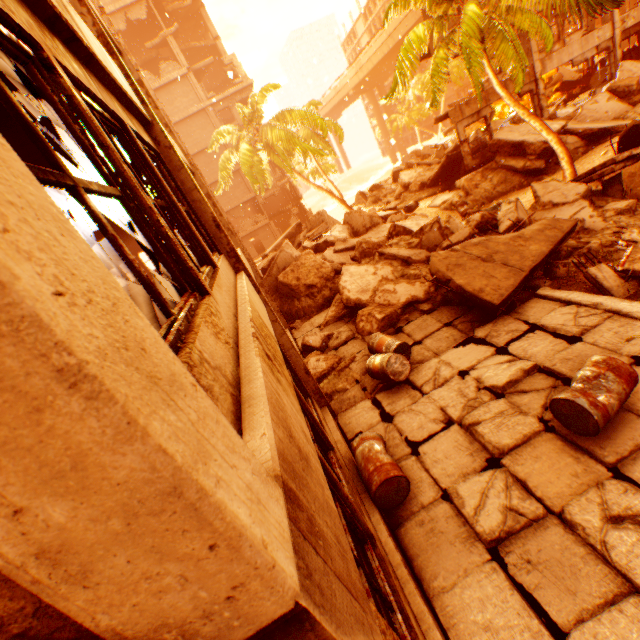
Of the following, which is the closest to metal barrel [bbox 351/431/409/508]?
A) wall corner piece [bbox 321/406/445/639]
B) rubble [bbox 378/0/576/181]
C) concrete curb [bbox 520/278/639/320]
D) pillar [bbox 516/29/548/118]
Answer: wall corner piece [bbox 321/406/445/639]

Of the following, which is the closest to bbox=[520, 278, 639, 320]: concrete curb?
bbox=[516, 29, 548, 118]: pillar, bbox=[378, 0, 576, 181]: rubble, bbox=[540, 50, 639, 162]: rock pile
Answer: bbox=[540, 50, 639, 162]: rock pile

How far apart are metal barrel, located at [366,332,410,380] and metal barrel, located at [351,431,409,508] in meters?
1.3

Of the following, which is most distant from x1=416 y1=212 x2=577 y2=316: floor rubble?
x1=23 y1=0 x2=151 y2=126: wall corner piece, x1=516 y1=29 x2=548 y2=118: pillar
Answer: x1=516 y1=29 x2=548 y2=118: pillar

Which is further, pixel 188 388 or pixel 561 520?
pixel 561 520

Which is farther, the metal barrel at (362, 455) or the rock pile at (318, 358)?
the rock pile at (318, 358)

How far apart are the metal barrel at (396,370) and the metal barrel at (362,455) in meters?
1.3

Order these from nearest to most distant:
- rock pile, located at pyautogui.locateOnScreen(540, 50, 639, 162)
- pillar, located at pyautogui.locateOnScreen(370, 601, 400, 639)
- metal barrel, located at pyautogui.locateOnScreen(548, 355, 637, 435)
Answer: pillar, located at pyautogui.locateOnScreen(370, 601, 400, 639)
metal barrel, located at pyautogui.locateOnScreen(548, 355, 637, 435)
rock pile, located at pyautogui.locateOnScreen(540, 50, 639, 162)
